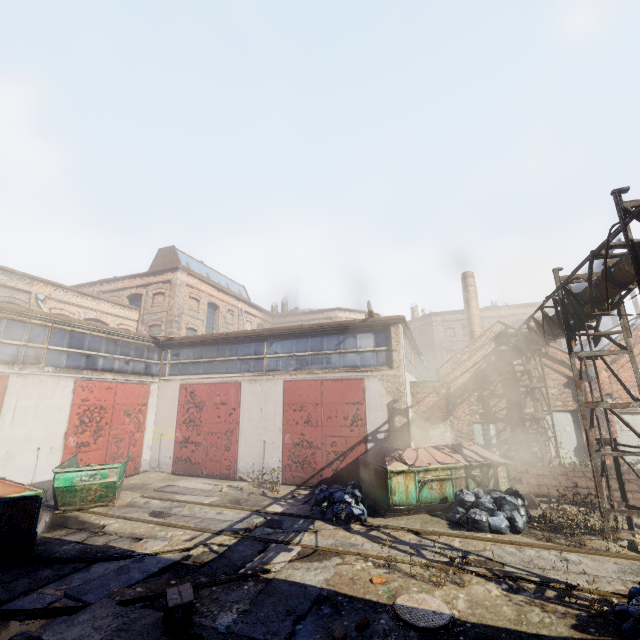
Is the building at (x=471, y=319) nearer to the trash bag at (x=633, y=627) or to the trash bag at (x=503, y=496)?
→ the trash bag at (x=503, y=496)

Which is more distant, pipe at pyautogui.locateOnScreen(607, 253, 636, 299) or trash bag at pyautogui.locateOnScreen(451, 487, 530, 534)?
trash bag at pyautogui.locateOnScreen(451, 487, 530, 534)

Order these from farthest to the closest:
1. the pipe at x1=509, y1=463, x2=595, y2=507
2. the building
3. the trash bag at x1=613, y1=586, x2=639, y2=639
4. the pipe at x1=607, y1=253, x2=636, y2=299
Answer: the building → the pipe at x1=509, y1=463, x2=595, y2=507 → the pipe at x1=607, y1=253, x2=636, y2=299 → the trash bag at x1=613, y1=586, x2=639, y2=639

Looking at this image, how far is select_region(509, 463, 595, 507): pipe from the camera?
10.9m

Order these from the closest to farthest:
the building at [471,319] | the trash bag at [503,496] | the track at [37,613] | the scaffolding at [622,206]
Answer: the track at [37,613] → the scaffolding at [622,206] → the trash bag at [503,496] → the building at [471,319]

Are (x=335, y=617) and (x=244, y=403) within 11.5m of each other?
yes

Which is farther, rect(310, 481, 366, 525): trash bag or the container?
the container

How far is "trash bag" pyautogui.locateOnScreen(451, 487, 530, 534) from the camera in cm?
820
